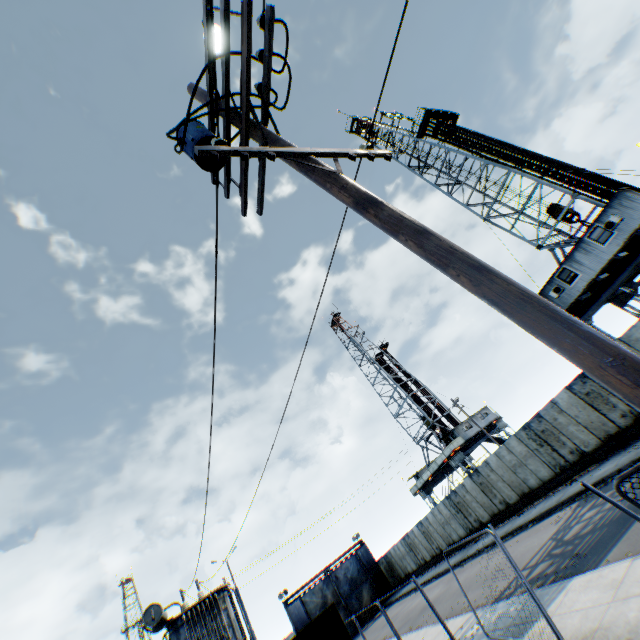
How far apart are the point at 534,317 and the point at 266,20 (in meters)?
4.17

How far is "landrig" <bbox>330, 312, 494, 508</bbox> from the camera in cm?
3744

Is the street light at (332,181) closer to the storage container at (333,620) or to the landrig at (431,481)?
the storage container at (333,620)

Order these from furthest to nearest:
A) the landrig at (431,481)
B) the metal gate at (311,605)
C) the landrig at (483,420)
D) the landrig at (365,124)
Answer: the landrig at (483,420), the landrig at (431,481), the landrig at (365,124), the metal gate at (311,605)

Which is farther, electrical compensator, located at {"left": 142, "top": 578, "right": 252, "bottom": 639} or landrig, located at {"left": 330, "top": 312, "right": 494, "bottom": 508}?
landrig, located at {"left": 330, "top": 312, "right": 494, "bottom": 508}

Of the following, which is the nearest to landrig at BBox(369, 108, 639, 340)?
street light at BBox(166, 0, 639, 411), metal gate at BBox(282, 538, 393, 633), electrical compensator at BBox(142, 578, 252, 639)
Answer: street light at BBox(166, 0, 639, 411)

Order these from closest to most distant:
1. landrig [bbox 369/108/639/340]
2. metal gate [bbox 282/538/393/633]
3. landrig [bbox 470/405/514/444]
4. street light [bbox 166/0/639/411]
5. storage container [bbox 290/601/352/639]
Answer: street light [bbox 166/0/639/411] < storage container [bbox 290/601/352/639] < landrig [bbox 369/108/639/340] < metal gate [bbox 282/538/393/633] < landrig [bbox 470/405/514/444]

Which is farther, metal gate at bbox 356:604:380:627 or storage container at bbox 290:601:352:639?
metal gate at bbox 356:604:380:627
